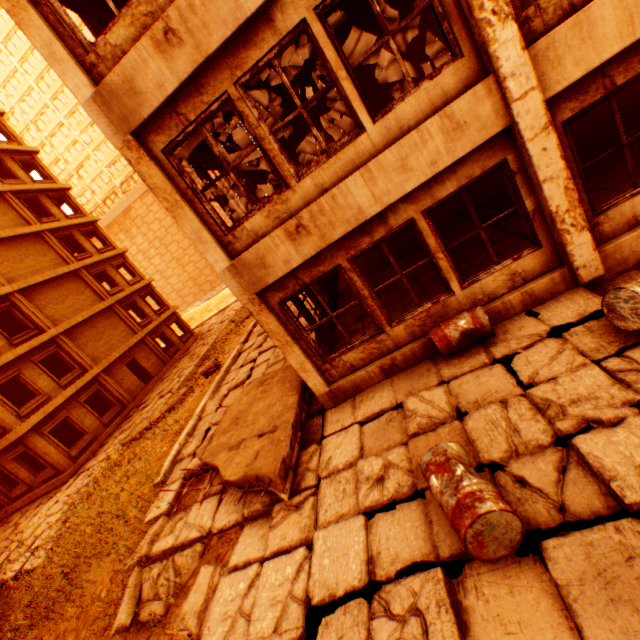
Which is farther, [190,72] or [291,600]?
[190,72]

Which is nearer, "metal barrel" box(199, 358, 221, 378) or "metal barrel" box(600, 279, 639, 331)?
"metal barrel" box(600, 279, 639, 331)

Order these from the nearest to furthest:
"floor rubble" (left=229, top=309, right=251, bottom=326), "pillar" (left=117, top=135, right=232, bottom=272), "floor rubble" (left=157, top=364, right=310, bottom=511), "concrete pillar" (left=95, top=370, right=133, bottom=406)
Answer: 1. "pillar" (left=117, top=135, right=232, bottom=272)
2. "floor rubble" (left=157, top=364, right=310, bottom=511)
3. "concrete pillar" (left=95, top=370, right=133, bottom=406)
4. "floor rubble" (left=229, top=309, right=251, bottom=326)

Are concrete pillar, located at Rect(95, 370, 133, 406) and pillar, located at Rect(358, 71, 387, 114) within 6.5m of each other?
no

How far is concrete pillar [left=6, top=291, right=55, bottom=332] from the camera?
17.8m

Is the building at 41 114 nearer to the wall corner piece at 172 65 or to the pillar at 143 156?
the wall corner piece at 172 65

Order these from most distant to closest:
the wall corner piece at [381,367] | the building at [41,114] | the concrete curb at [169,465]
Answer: the building at [41,114]
the concrete curb at [169,465]
the wall corner piece at [381,367]

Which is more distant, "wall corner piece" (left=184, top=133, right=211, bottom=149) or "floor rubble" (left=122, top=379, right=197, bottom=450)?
"floor rubble" (left=122, top=379, right=197, bottom=450)
